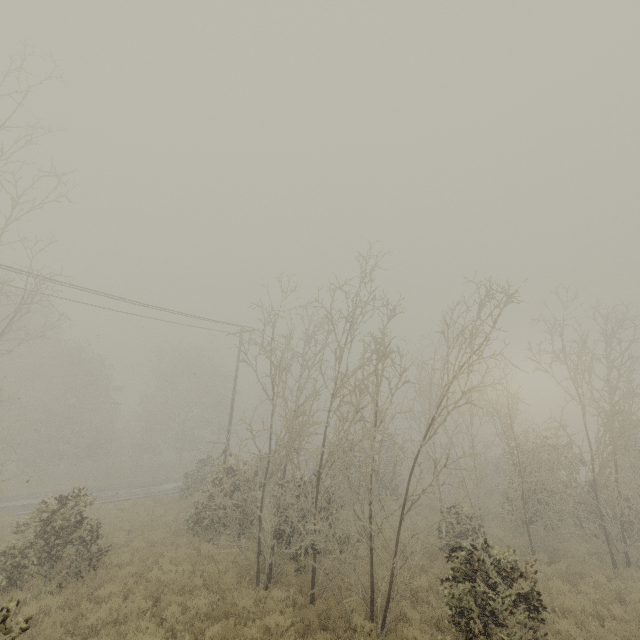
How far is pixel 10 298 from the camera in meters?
11.9

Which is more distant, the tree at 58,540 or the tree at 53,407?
the tree at 58,540

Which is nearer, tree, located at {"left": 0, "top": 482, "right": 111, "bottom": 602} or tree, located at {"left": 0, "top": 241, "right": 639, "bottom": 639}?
tree, located at {"left": 0, "top": 241, "right": 639, "bottom": 639}
